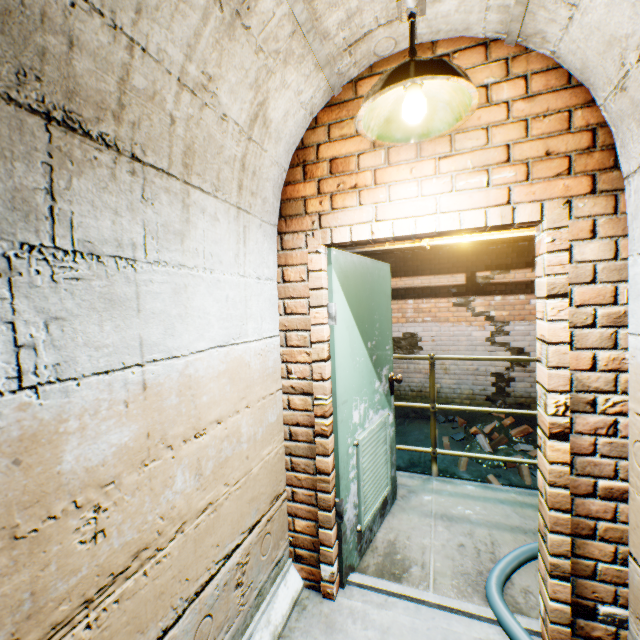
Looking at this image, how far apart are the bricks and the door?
3.09m

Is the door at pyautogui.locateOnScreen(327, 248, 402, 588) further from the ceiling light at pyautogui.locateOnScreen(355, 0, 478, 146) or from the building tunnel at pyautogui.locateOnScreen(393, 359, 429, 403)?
the ceiling light at pyautogui.locateOnScreen(355, 0, 478, 146)

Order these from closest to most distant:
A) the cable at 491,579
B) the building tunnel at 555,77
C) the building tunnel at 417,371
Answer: the building tunnel at 555,77 < the cable at 491,579 < the building tunnel at 417,371

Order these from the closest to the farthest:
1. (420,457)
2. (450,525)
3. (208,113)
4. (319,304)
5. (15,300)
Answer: (15,300) → (208,113) → (319,304) → (450,525) → (420,457)

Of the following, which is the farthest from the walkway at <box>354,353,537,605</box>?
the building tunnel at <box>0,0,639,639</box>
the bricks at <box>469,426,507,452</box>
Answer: the bricks at <box>469,426,507,452</box>

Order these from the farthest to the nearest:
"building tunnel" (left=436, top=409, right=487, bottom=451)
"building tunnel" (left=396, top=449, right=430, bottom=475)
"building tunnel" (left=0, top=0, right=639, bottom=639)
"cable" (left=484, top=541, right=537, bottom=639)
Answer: "building tunnel" (left=436, top=409, right=487, bottom=451)
"building tunnel" (left=396, top=449, right=430, bottom=475)
"cable" (left=484, top=541, right=537, bottom=639)
"building tunnel" (left=0, top=0, right=639, bottom=639)

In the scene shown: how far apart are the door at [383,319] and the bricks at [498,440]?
3.1 meters
